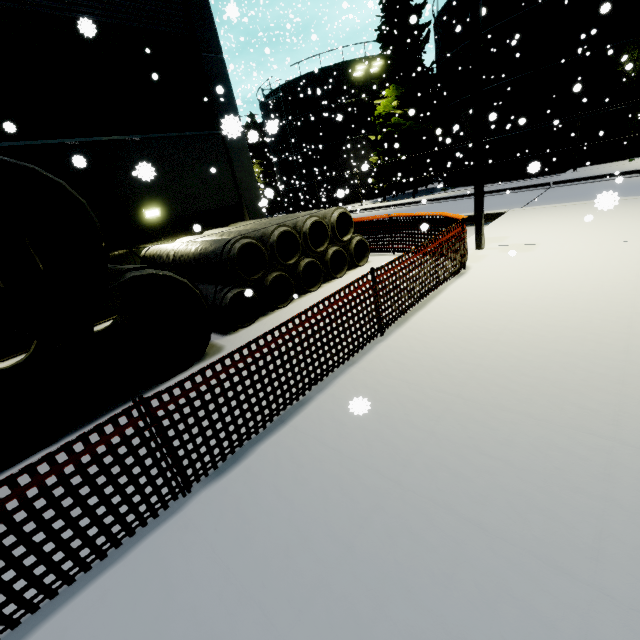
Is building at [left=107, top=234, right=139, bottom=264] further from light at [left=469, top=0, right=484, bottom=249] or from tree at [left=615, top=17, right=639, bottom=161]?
light at [left=469, top=0, right=484, bottom=249]

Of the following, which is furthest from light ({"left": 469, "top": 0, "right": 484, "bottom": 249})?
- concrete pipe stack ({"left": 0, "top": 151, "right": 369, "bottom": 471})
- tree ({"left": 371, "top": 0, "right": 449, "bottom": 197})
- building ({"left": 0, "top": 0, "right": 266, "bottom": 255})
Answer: building ({"left": 0, "top": 0, "right": 266, "bottom": 255})

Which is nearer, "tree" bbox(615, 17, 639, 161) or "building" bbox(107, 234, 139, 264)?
"building" bbox(107, 234, 139, 264)

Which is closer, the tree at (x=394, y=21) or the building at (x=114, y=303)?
the building at (x=114, y=303)

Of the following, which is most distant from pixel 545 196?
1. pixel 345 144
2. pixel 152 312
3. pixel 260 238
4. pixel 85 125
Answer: pixel 345 144

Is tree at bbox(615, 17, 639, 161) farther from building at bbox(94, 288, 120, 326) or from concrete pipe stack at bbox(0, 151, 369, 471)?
concrete pipe stack at bbox(0, 151, 369, 471)

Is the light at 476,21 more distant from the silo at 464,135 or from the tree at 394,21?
the tree at 394,21

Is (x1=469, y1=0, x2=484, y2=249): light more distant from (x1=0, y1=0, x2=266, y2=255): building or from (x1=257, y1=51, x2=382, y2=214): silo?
(x1=0, y1=0, x2=266, y2=255): building
